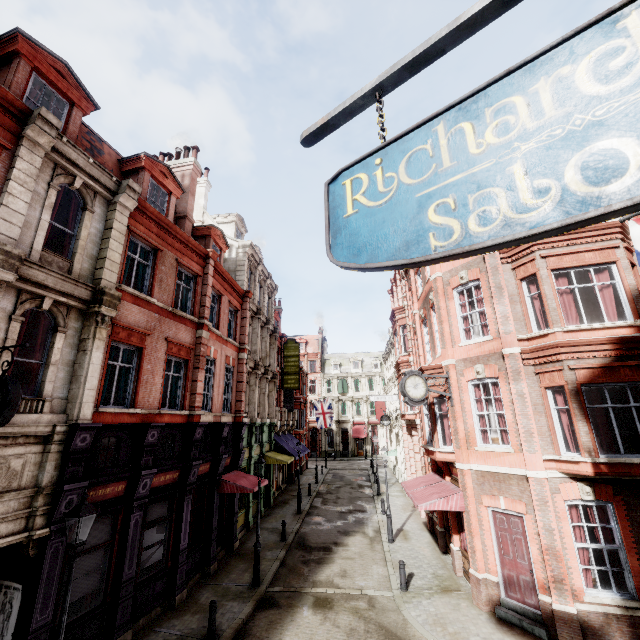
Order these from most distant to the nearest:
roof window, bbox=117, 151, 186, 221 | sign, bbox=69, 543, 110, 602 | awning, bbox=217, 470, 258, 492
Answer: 1. awning, bbox=217, 470, 258, 492
2. roof window, bbox=117, 151, 186, 221
3. sign, bbox=69, 543, 110, 602

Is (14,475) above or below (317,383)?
below

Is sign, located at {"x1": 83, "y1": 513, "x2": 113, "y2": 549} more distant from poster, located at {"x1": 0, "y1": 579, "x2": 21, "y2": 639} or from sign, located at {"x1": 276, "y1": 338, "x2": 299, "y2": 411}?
sign, located at {"x1": 276, "y1": 338, "x2": 299, "y2": 411}

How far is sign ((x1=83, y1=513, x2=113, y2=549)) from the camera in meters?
9.2 m

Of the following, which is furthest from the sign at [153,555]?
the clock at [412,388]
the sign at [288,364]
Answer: the sign at [288,364]

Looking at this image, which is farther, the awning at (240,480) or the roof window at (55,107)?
the awning at (240,480)

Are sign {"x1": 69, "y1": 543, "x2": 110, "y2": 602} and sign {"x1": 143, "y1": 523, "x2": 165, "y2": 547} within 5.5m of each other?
yes

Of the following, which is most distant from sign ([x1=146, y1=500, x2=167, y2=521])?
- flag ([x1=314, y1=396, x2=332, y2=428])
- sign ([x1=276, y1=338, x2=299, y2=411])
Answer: flag ([x1=314, y1=396, x2=332, y2=428])
